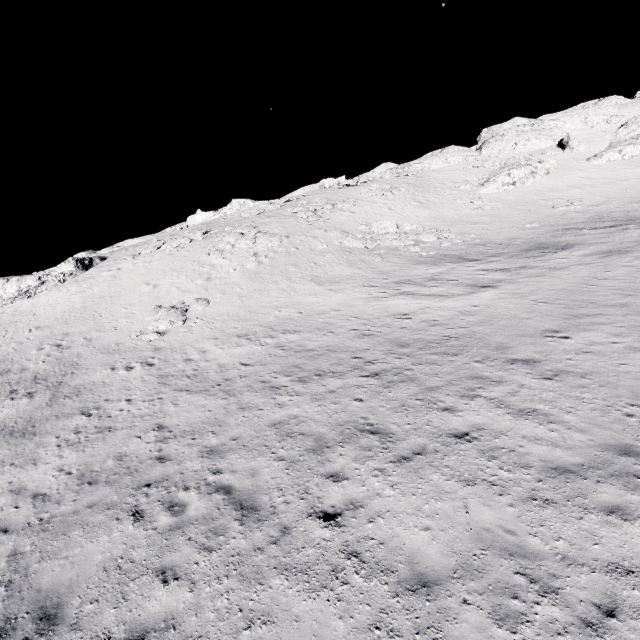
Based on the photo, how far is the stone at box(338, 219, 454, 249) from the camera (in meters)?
28.94

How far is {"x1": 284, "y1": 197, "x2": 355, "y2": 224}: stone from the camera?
35.3m

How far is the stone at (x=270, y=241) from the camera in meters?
29.7

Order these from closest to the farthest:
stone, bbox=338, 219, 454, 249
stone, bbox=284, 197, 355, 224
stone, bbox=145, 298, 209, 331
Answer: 1. stone, bbox=145, 298, 209, 331
2. stone, bbox=338, 219, 454, 249
3. stone, bbox=284, 197, 355, 224

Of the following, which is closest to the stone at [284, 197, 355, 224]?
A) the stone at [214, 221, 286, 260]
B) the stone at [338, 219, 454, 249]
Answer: the stone at [338, 219, 454, 249]

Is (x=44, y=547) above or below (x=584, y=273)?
below

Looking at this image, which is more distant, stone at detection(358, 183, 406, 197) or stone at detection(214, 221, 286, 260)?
stone at detection(358, 183, 406, 197)

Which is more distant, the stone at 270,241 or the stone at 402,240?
the stone at 270,241
